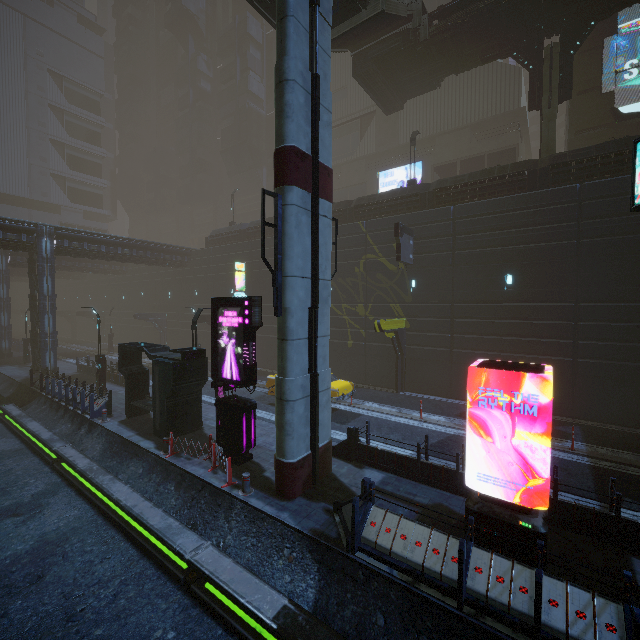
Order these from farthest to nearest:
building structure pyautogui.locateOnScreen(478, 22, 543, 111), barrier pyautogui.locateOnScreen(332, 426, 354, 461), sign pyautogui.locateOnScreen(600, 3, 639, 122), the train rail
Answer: sign pyautogui.locateOnScreen(600, 3, 639, 122) < building structure pyautogui.locateOnScreen(478, 22, 543, 111) < barrier pyautogui.locateOnScreen(332, 426, 354, 461) < the train rail

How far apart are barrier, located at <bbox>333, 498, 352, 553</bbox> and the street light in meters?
19.1

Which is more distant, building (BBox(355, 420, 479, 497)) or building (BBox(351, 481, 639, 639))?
building (BBox(355, 420, 479, 497))

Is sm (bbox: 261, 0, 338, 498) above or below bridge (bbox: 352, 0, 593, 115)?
below

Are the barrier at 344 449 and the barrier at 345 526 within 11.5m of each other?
yes

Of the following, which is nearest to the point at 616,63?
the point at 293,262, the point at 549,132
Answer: the point at 549,132

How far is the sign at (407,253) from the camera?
18.73m

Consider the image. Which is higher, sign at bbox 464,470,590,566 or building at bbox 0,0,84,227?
building at bbox 0,0,84,227
